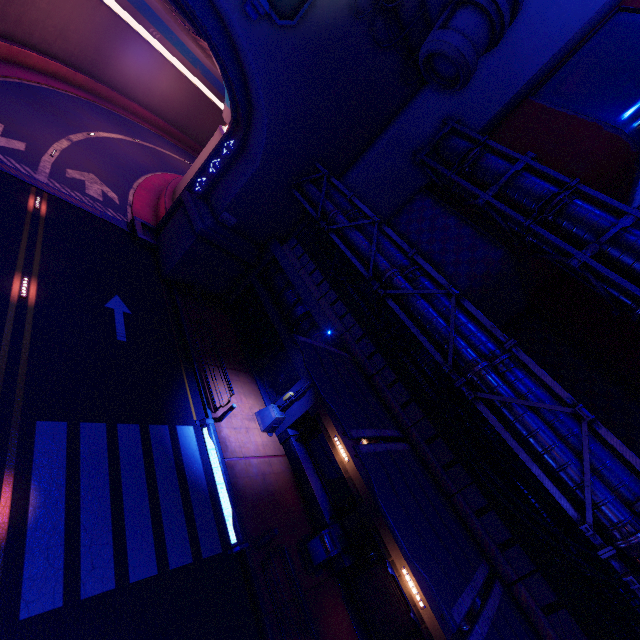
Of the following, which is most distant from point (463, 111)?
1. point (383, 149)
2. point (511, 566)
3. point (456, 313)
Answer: point (511, 566)

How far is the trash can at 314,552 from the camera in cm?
1178

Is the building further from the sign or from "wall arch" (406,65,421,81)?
the sign

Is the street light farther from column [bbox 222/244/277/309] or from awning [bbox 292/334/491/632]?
column [bbox 222/244/277/309]

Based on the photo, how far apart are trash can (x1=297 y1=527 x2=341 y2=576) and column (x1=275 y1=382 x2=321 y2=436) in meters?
4.3 m

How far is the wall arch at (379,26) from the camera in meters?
14.7 m

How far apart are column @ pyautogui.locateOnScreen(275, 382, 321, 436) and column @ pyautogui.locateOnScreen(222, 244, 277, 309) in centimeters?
789cm

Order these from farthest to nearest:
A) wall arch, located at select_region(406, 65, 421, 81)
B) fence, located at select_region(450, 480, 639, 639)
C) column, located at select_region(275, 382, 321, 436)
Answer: wall arch, located at select_region(406, 65, 421, 81) → column, located at select_region(275, 382, 321, 436) → fence, located at select_region(450, 480, 639, 639)
